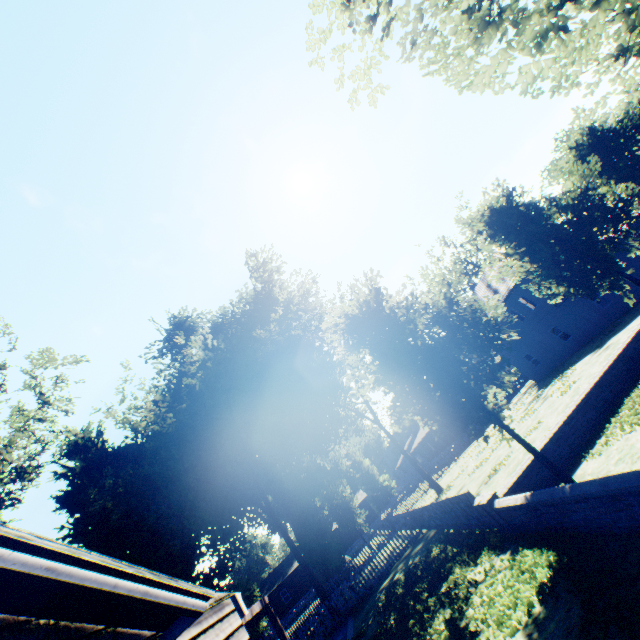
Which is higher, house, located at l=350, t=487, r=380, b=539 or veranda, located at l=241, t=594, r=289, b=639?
veranda, located at l=241, t=594, r=289, b=639

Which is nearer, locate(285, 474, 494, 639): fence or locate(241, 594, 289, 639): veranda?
locate(241, 594, 289, 639): veranda

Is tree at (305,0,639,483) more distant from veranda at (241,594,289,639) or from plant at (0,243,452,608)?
veranda at (241,594,289,639)

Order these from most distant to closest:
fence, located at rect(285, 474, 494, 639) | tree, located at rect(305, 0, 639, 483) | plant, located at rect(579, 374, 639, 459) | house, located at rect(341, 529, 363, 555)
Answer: house, located at rect(341, 529, 363, 555) → fence, located at rect(285, 474, 494, 639) → plant, located at rect(579, 374, 639, 459) → tree, located at rect(305, 0, 639, 483)

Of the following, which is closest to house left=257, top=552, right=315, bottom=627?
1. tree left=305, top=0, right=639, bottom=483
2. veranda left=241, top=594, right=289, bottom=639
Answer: tree left=305, top=0, right=639, bottom=483

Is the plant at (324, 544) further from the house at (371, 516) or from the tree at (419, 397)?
the tree at (419, 397)

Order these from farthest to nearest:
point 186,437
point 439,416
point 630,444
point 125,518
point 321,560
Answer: point 125,518 → point 321,560 → point 186,437 → point 439,416 → point 630,444
